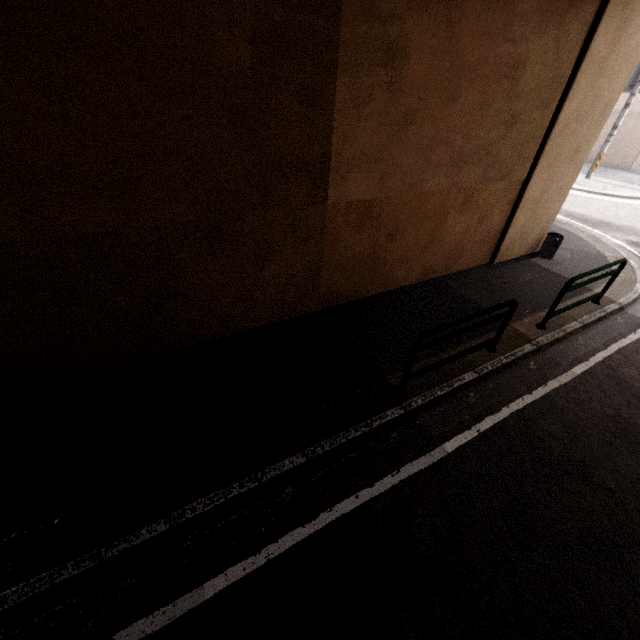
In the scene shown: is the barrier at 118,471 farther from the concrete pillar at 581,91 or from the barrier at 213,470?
the concrete pillar at 581,91

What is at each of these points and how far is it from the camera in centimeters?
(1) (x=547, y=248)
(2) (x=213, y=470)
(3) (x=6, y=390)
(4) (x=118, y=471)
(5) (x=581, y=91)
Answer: (1) barrel, 833cm
(2) barrier, 343cm
(3) concrete pillar, 402cm
(4) barrier, 275cm
(5) concrete pillar, 602cm

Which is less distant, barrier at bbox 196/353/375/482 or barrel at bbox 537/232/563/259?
barrier at bbox 196/353/375/482

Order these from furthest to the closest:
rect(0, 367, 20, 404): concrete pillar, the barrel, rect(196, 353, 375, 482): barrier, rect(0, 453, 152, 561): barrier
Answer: the barrel
rect(0, 367, 20, 404): concrete pillar
rect(196, 353, 375, 482): barrier
rect(0, 453, 152, 561): barrier

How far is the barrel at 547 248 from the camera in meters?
8.2 m

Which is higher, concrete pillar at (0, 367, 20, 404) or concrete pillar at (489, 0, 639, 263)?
concrete pillar at (489, 0, 639, 263)

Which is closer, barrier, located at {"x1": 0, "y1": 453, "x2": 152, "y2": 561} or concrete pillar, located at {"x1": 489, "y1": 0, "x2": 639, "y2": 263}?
barrier, located at {"x1": 0, "y1": 453, "x2": 152, "y2": 561}
